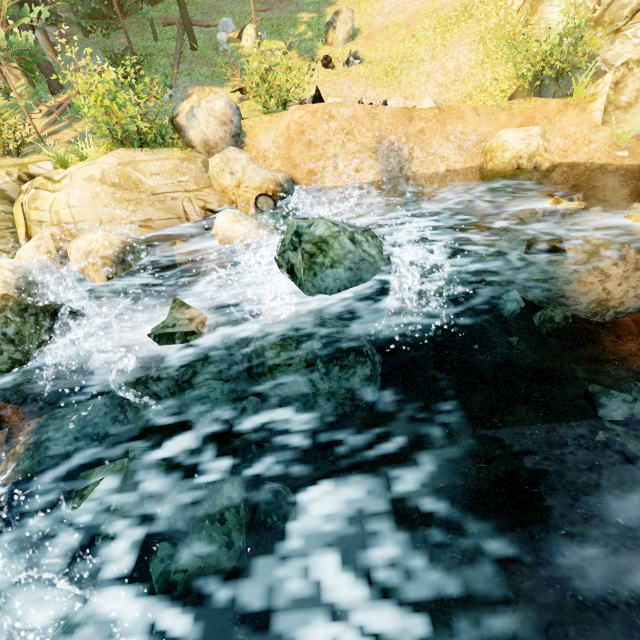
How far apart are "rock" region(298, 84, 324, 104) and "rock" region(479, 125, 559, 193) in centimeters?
526cm

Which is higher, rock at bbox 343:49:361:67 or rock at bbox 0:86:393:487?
rock at bbox 343:49:361:67

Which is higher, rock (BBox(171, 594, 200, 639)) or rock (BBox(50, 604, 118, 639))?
rock (BBox(50, 604, 118, 639))

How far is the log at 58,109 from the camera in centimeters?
A: 1507cm

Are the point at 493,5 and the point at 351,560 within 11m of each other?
no

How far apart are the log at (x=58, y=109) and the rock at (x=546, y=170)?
18.93m

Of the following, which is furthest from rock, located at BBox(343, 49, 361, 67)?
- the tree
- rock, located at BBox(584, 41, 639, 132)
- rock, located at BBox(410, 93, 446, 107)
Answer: rock, located at BBox(584, 41, 639, 132)

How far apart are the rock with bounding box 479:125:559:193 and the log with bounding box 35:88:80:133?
18.9m
